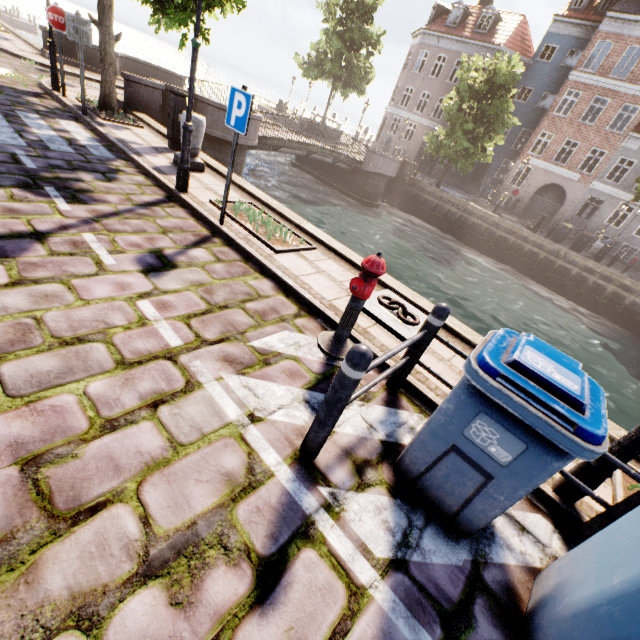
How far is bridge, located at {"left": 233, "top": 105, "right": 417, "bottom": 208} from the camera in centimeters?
1455cm

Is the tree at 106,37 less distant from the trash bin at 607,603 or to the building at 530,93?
the trash bin at 607,603

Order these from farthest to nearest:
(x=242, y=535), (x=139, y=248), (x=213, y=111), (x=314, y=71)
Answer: (x=314, y=71)
(x=213, y=111)
(x=139, y=248)
(x=242, y=535)

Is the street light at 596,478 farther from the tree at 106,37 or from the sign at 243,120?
the sign at 243,120

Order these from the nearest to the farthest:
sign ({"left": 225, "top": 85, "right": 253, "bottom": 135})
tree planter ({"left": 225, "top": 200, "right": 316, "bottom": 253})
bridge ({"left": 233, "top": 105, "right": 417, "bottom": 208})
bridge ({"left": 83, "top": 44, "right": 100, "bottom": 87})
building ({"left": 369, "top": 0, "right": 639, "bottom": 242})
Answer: sign ({"left": 225, "top": 85, "right": 253, "bottom": 135}) < tree planter ({"left": 225, "top": 200, "right": 316, "bottom": 253}) < bridge ({"left": 83, "top": 44, "right": 100, "bottom": 87}) < bridge ({"left": 233, "top": 105, "right": 417, "bottom": 208}) < building ({"left": 369, "top": 0, "right": 639, "bottom": 242})

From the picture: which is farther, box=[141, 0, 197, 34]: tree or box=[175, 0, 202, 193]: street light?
box=[141, 0, 197, 34]: tree

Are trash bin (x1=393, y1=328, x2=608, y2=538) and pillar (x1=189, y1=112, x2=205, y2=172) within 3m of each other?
no

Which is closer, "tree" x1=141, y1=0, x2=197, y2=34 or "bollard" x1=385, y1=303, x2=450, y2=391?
"bollard" x1=385, y1=303, x2=450, y2=391
